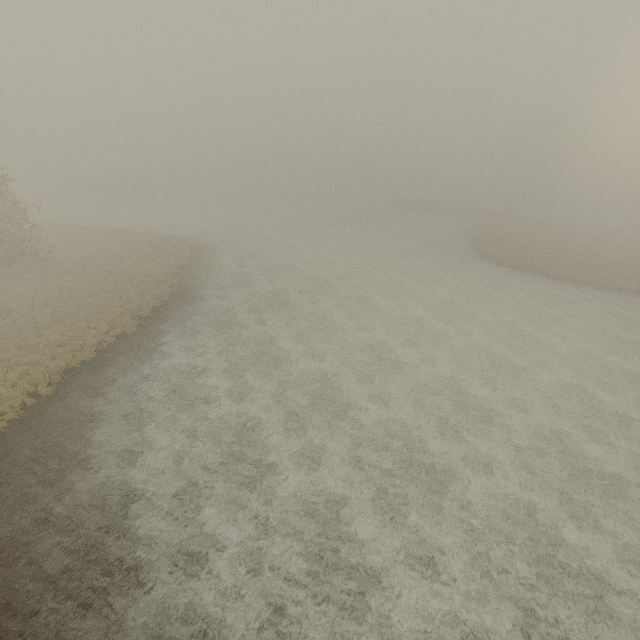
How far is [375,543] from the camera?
10.7 meters
